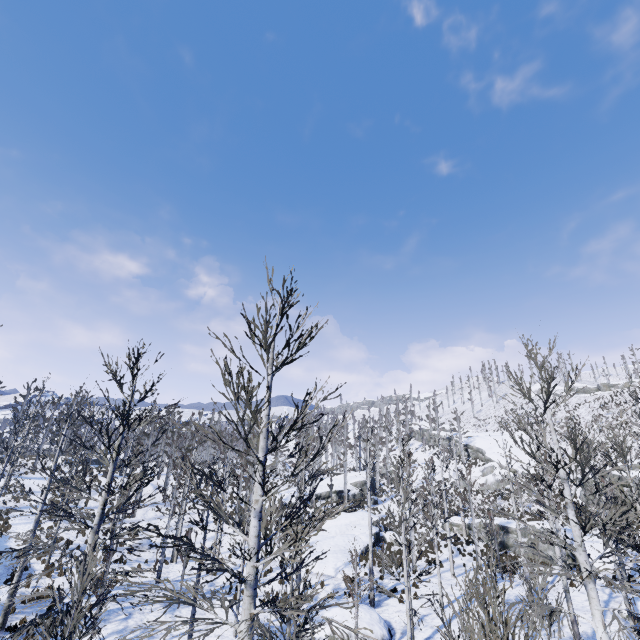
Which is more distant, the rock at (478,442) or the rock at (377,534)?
the rock at (478,442)

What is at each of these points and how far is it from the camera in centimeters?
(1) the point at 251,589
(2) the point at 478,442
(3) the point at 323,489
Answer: (1) instancedfoliageactor, 595cm
(2) rock, 5350cm
(3) rock, 4366cm

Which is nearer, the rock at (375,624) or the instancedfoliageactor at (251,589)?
the instancedfoliageactor at (251,589)

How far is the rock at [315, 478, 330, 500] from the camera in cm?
4250

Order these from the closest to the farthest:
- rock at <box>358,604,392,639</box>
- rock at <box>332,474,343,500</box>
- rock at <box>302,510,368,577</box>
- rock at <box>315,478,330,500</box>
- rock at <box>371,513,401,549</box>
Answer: rock at <box>358,604,392,639</box>
rock at <box>302,510,368,577</box>
rock at <box>371,513,401,549</box>
rock at <box>315,478,330,500</box>
rock at <box>332,474,343,500</box>

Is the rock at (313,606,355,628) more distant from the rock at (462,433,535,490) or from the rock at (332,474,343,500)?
the rock at (462,433,535,490)

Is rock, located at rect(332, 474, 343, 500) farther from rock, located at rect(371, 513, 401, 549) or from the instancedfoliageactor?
the instancedfoliageactor
